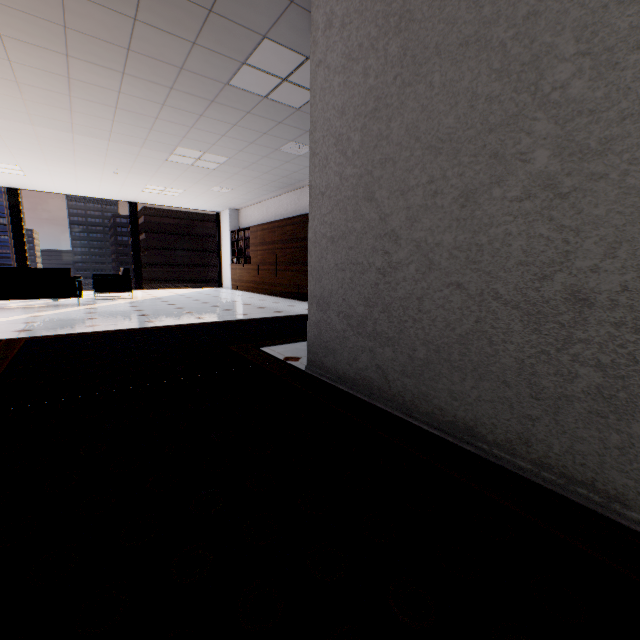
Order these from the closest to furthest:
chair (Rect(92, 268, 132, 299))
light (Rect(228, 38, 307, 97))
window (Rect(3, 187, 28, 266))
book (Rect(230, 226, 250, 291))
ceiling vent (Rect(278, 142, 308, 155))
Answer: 1. light (Rect(228, 38, 307, 97))
2. ceiling vent (Rect(278, 142, 308, 155))
3. chair (Rect(92, 268, 132, 299))
4. window (Rect(3, 187, 28, 266))
5. book (Rect(230, 226, 250, 291))

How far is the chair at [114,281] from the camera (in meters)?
7.84

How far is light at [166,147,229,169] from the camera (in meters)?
6.05

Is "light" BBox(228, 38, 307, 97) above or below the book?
above

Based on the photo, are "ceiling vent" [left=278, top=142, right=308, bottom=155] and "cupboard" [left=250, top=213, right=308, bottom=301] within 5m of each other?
yes

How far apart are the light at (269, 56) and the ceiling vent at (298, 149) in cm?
127

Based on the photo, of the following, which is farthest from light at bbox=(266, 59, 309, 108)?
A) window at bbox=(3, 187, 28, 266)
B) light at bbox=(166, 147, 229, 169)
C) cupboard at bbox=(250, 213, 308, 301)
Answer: window at bbox=(3, 187, 28, 266)

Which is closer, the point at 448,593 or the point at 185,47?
the point at 448,593
